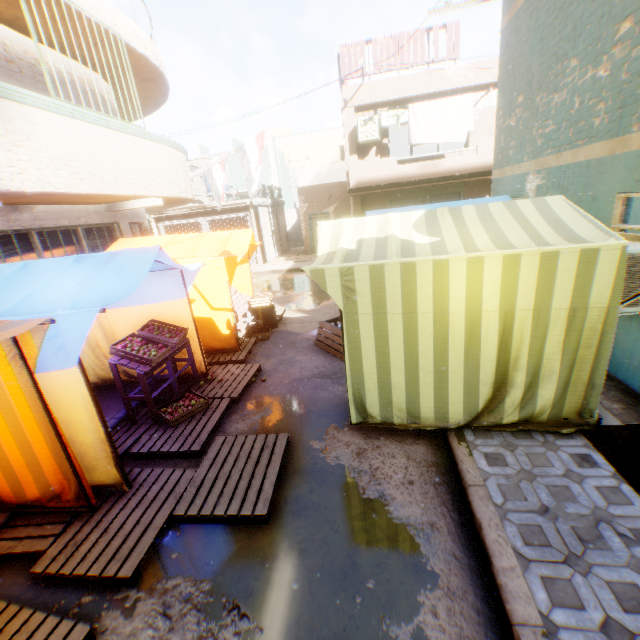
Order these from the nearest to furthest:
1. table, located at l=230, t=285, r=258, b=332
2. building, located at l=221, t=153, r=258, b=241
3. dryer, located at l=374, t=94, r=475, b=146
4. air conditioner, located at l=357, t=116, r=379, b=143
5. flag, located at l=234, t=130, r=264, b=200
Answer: table, located at l=230, t=285, r=258, b=332
flag, located at l=234, t=130, r=264, b=200
dryer, located at l=374, t=94, r=475, b=146
air conditioner, located at l=357, t=116, r=379, b=143
building, located at l=221, t=153, r=258, b=241

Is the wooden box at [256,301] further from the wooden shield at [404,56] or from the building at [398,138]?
the wooden shield at [404,56]

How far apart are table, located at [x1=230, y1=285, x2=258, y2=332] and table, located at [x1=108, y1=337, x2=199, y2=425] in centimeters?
241cm

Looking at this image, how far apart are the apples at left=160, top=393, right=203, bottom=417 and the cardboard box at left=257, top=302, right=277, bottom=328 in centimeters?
326cm

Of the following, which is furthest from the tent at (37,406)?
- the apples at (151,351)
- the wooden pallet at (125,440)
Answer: the apples at (151,351)

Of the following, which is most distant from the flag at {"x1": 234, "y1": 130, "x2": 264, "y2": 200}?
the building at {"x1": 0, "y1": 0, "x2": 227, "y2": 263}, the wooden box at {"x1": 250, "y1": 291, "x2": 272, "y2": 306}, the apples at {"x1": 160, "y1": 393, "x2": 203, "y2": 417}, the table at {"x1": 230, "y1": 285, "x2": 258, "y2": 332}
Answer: the apples at {"x1": 160, "y1": 393, "x2": 203, "y2": 417}

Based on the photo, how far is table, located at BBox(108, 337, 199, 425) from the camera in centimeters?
457cm

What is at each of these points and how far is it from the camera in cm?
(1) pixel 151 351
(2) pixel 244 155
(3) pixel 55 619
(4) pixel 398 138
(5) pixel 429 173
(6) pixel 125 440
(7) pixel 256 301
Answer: (1) apples, 480
(2) flag, 1026
(3) wooden pallet, 249
(4) building, 2114
(5) balcony, 1243
(6) wooden pallet, 455
(7) wooden box, 838
